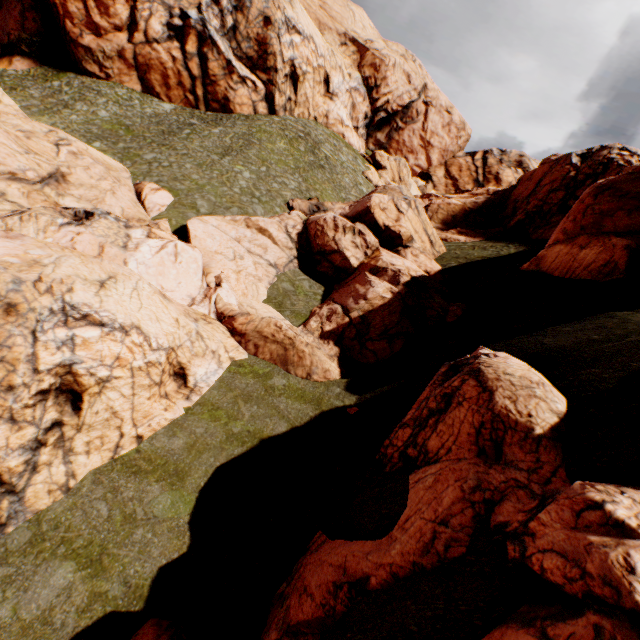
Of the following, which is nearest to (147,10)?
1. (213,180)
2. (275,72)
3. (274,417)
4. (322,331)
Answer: (275,72)

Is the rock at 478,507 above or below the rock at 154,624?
above

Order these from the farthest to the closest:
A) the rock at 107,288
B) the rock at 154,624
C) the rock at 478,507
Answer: the rock at 107,288
the rock at 154,624
the rock at 478,507

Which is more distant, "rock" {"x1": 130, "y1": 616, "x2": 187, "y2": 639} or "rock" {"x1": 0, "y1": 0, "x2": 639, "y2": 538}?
"rock" {"x1": 0, "y1": 0, "x2": 639, "y2": 538}

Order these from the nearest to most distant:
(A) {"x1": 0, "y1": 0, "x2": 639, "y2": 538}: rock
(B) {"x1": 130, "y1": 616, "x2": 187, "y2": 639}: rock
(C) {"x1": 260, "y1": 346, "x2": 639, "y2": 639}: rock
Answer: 1. (C) {"x1": 260, "y1": 346, "x2": 639, "y2": 639}: rock
2. (B) {"x1": 130, "y1": 616, "x2": 187, "y2": 639}: rock
3. (A) {"x1": 0, "y1": 0, "x2": 639, "y2": 538}: rock

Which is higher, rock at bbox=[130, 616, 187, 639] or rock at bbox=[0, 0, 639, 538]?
rock at bbox=[0, 0, 639, 538]
